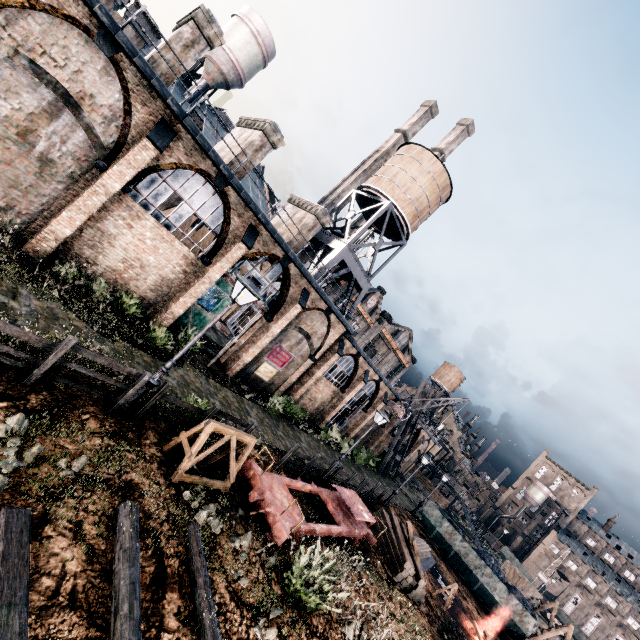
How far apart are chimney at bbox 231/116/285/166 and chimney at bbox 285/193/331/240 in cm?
491

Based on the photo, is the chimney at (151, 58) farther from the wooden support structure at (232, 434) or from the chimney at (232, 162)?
the wooden support structure at (232, 434)

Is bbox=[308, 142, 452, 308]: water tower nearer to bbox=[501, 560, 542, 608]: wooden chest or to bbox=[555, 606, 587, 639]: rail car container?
bbox=[501, 560, 542, 608]: wooden chest

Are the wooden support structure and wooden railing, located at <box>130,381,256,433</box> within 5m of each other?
yes

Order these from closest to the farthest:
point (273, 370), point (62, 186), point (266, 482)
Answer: point (266, 482) < point (62, 186) < point (273, 370)

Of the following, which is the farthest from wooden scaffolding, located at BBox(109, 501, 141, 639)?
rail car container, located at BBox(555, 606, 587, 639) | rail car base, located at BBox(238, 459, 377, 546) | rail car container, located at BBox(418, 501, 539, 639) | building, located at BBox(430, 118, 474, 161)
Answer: rail car container, located at BBox(555, 606, 587, 639)

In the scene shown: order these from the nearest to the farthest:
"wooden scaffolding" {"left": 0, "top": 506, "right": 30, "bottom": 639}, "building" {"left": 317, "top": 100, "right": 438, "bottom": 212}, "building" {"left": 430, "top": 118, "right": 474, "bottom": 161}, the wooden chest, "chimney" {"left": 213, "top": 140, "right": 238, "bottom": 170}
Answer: "wooden scaffolding" {"left": 0, "top": 506, "right": 30, "bottom": 639} < "chimney" {"left": 213, "top": 140, "right": 238, "bottom": 170} < the wooden chest < "building" {"left": 430, "top": 118, "right": 474, "bottom": 161} < "building" {"left": 317, "top": 100, "right": 438, "bottom": 212}

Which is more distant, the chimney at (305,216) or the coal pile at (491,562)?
the coal pile at (491,562)
